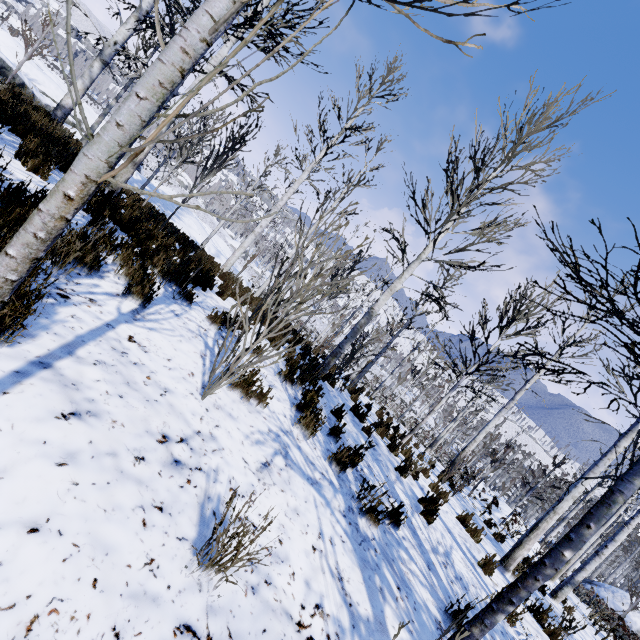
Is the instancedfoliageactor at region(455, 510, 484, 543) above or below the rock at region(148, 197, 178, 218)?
above

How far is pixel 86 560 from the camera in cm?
135

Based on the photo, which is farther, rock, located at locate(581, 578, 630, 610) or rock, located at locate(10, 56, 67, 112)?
rock, located at locate(581, 578, 630, 610)

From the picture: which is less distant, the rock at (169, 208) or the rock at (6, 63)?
the rock at (6, 63)

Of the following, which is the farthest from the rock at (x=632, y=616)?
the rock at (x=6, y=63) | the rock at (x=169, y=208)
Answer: the rock at (x=6, y=63)

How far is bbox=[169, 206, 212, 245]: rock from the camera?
20.32m

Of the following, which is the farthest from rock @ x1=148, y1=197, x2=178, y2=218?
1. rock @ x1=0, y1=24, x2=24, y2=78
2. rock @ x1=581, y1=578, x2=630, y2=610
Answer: rock @ x1=581, y1=578, x2=630, y2=610
